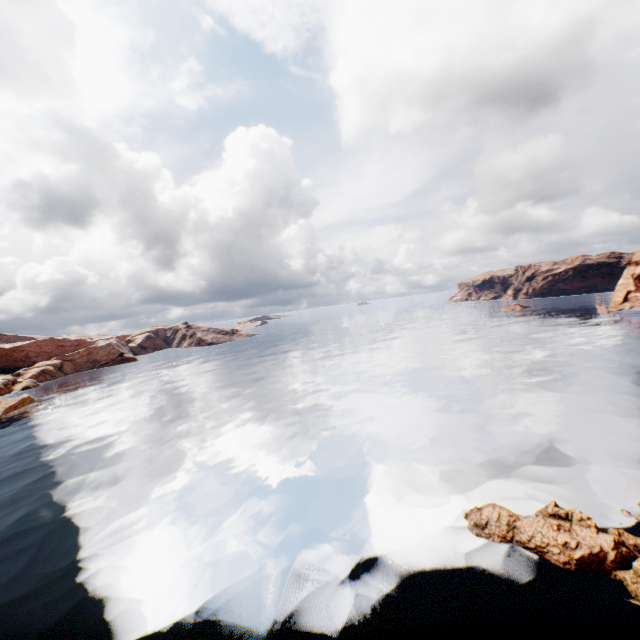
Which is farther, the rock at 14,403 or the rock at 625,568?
the rock at 14,403

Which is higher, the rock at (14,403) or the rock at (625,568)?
the rock at (14,403)

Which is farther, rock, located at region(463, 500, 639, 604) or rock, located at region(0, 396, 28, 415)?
rock, located at region(0, 396, 28, 415)

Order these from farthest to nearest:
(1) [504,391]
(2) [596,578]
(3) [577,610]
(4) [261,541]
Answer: (1) [504,391], (4) [261,541], (2) [596,578], (3) [577,610]

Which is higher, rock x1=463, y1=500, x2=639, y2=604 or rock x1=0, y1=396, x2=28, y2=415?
rock x1=0, y1=396, x2=28, y2=415
